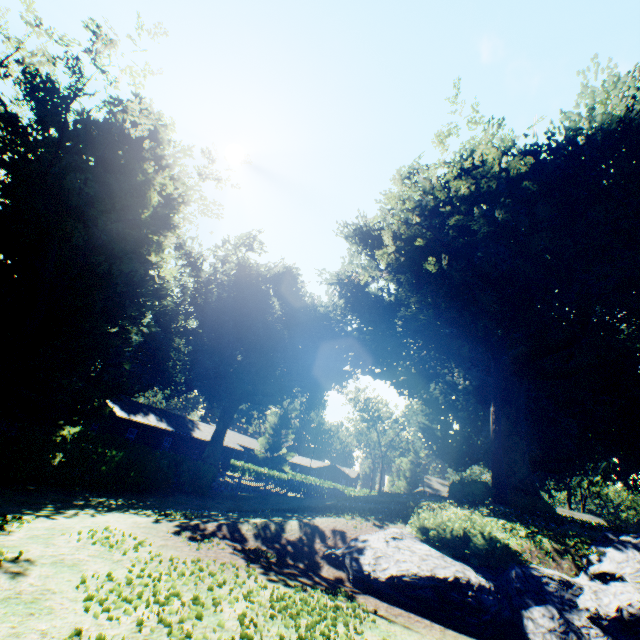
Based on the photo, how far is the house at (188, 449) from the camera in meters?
34.1 m

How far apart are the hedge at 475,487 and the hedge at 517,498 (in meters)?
2.83

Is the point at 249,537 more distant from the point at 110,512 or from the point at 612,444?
the point at 612,444

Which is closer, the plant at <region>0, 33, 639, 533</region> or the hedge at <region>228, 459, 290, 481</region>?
the plant at <region>0, 33, 639, 533</region>

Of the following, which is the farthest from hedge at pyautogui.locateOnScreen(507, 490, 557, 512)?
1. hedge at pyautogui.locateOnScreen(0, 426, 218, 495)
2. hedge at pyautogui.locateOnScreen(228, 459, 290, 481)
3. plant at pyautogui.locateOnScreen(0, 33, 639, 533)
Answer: hedge at pyautogui.locateOnScreen(228, 459, 290, 481)

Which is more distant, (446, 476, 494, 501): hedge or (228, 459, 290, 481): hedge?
(228, 459, 290, 481): hedge

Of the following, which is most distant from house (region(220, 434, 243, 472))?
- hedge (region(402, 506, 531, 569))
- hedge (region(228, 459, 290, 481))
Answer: hedge (region(402, 506, 531, 569))

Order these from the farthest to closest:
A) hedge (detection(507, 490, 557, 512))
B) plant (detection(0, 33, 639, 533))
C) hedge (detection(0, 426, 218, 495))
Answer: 1. hedge (detection(507, 490, 557, 512))
2. plant (detection(0, 33, 639, 533))
3. hedge (detection(0, 426, 218, 495))
